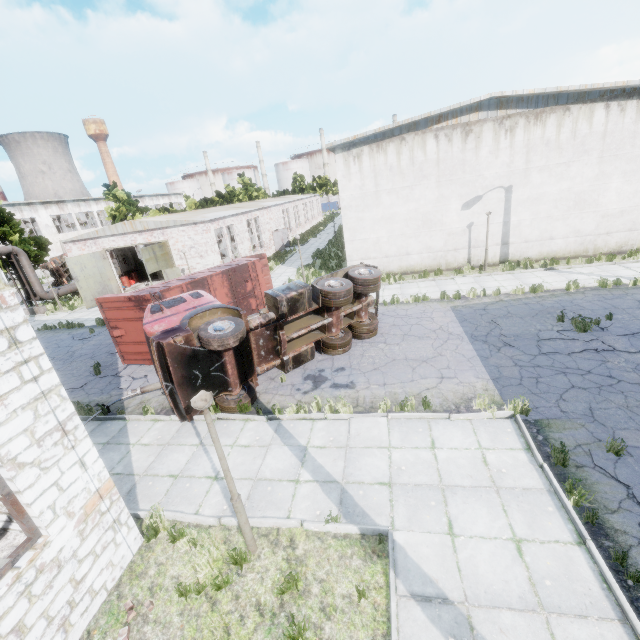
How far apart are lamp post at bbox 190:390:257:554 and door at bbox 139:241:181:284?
20.40m

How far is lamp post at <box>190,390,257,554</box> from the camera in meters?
4.7 m

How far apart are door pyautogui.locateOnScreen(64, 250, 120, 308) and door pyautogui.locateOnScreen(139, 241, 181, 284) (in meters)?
5.32

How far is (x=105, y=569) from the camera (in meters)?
5.45

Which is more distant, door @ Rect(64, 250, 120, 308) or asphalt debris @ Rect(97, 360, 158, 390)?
door @ Rect(64, 250, 120, 308)

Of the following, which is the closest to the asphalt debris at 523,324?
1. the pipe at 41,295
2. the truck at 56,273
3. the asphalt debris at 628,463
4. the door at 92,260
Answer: the asphalt debris at 628,463

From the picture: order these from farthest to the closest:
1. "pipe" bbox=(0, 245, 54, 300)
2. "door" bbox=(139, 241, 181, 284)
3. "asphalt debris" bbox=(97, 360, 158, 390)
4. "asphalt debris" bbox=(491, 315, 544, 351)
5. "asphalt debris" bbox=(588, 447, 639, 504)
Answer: "pipe" bbox=(0, 245, 54, 300) → "door" bbox=(139, 241, 181, 284) → "asphalt debris" bbox=(97, 360, 158, 390) → "asphalt debris" bbox=(491, 315, 544, 351) → "asphalt debris" bbox=(588, 447, 639, 504)

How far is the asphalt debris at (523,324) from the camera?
10.8 meters
